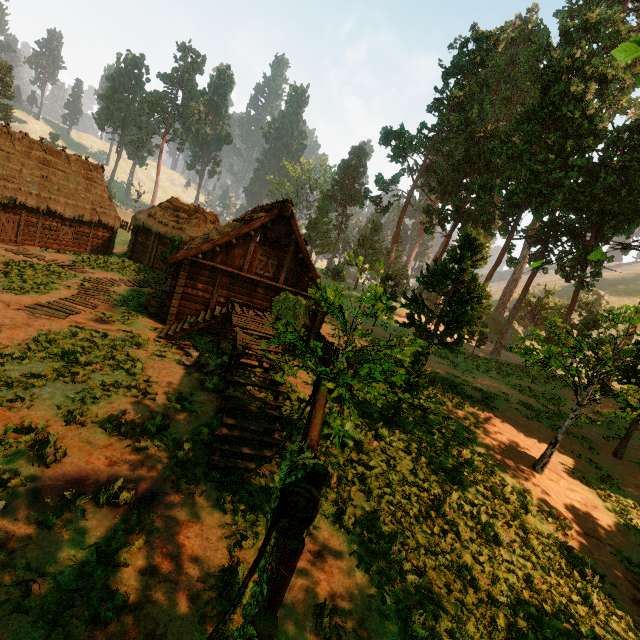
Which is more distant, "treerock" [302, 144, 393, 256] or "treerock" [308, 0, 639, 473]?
"treerock" [302, 144, 393, 256]

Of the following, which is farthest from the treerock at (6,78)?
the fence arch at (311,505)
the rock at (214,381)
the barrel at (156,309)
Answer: the barrel at (156,309)

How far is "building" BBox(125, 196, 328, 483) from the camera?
8.8m

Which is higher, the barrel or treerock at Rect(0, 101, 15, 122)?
treerock at Rect(0, 101, 15, 122)

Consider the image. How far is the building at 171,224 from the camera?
8.8 meters

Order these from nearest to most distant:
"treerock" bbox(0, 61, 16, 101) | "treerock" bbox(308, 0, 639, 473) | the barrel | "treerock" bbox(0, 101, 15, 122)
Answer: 1. "treerock" bbox(308, 0, 639, 473)
2. the barrel
3. "treerock" bbox(0, 61, 16, 101)
4. "treerock" bbox(0, 101, 15, 122)

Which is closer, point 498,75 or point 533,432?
point 533,432

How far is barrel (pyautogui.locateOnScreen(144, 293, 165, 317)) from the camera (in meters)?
16.66
